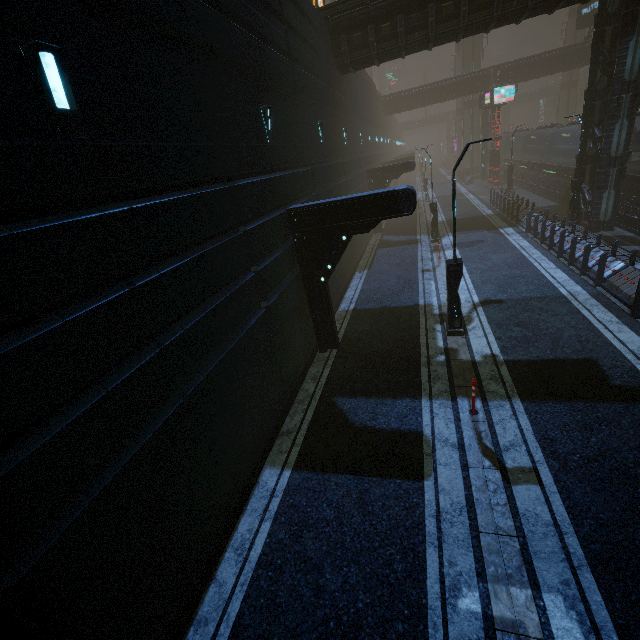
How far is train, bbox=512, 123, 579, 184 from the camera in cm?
2565

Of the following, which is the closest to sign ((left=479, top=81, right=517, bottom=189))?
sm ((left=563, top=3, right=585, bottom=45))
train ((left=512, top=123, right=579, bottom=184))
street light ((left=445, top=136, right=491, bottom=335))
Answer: train ((left=512, top=123, right=579, bottom=184))

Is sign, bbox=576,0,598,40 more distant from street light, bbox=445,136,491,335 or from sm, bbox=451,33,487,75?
street light, bbox=445,136,491,335

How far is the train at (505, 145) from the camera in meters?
41.8 m

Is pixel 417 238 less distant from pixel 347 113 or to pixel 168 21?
pixel 347 113

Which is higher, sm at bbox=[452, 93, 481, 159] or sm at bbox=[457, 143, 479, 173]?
sm at bbox=[452, 93, 481, 159]

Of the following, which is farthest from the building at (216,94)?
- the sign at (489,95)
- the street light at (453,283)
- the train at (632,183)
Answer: the street light at (453,283)

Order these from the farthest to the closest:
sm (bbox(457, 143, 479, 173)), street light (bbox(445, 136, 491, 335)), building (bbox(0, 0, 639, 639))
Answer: sm (bbox(457, 143, 479, 173)) < street light (bbox(445, 136, 491, 335)) < building (bbox(0, 0, 639, 639))
